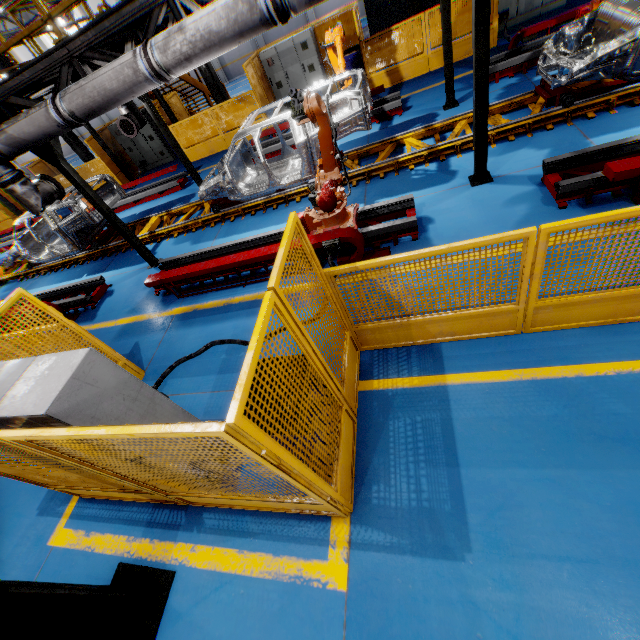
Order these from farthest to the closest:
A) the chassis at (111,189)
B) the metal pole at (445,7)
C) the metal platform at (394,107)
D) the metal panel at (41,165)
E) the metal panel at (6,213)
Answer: the metal panel at (6,213) < the metal panel at (41,165) < the chassis at (111,189) < the metal platform at (394,107) < the metal pole at (445,7)

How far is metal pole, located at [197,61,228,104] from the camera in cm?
1220

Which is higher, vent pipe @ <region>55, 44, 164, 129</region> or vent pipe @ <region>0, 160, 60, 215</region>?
vent pipe @ <region>55, 44, 164, 129</region>

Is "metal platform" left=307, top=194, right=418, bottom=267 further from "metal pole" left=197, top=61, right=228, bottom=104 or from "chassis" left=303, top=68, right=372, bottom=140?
"metal pole" left=197, top=61, right=228, bottom=104

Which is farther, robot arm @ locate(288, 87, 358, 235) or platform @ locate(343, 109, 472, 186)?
platform @ locate(343, 109, 472, 186)

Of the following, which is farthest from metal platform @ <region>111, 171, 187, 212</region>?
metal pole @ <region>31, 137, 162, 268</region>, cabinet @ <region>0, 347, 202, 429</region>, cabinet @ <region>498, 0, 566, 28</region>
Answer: cabinet @ <region>498, 0, 566, 28</region>

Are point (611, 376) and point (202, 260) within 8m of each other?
yes

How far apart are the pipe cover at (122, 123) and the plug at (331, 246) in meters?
8.2 m
